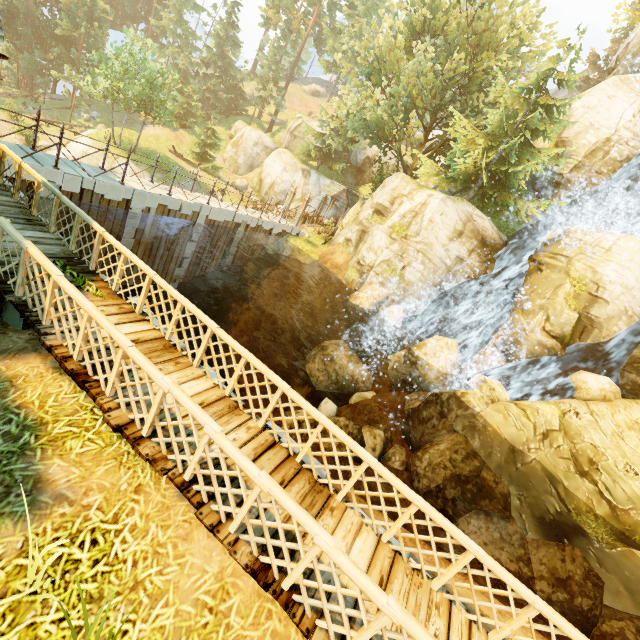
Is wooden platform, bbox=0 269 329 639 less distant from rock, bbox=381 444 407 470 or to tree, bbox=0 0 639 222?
rock, bbox=381 444 407 470

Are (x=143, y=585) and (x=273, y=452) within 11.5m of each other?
yes

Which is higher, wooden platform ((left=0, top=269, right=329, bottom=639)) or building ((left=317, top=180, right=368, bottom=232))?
building ((left=317, top=180, right=368, bottom=232))

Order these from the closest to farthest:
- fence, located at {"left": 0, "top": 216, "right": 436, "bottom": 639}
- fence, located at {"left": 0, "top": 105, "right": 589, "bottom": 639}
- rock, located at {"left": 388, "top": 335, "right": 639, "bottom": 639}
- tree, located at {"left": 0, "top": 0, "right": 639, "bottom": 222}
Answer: fence, located at {"left": 0, "top": 216, "right": 436, "bottom": 639} < fence, located at {"left": 0, "top": 105, "right": 589, "bottom": 639} < rock, located at {"left": 388, "top": 335, "right": 639, "bottom": 639} < tree, located at {"left": 0, "top": 0, "right": 639, "bottom": 222}

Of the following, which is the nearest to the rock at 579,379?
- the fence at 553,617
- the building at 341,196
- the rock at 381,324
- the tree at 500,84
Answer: the rock at 381,324

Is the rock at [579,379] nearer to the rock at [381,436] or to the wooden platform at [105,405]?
the rock at [381,436]

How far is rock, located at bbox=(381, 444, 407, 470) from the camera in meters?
13.3 m

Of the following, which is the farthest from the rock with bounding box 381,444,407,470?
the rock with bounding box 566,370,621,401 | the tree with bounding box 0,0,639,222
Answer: the tree with bounding box 0,0,639,222
